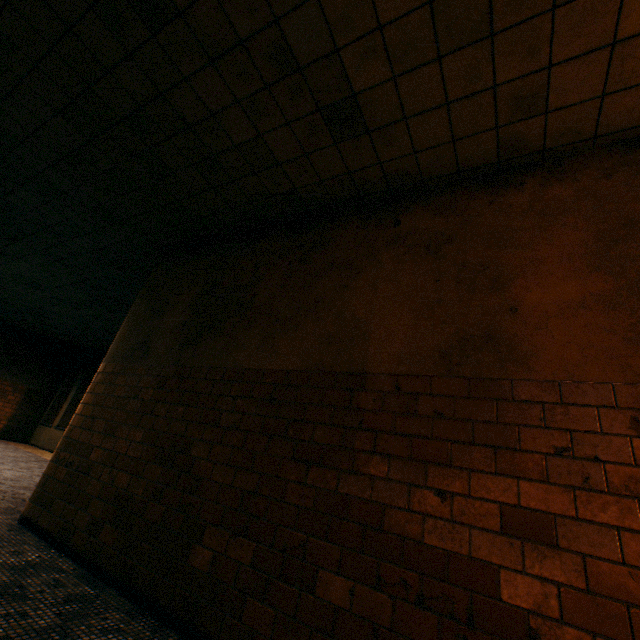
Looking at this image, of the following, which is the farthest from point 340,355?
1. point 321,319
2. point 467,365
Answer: point 467,365
